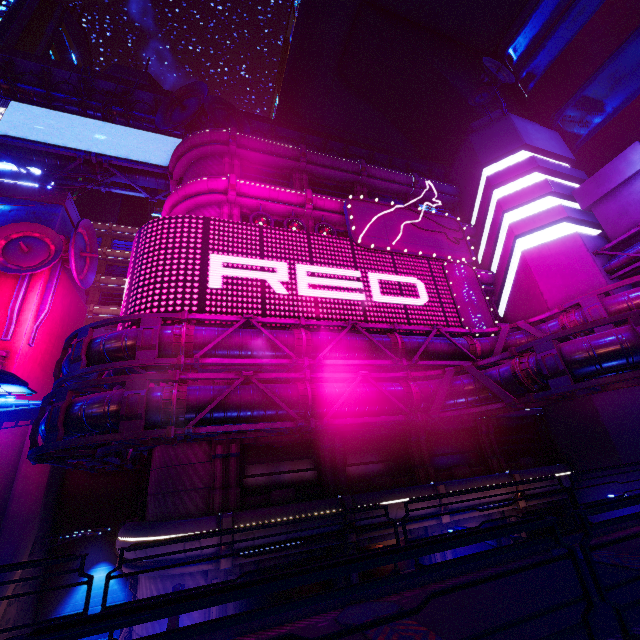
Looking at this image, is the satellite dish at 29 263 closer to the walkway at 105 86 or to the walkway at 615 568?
the walkway at 105 86

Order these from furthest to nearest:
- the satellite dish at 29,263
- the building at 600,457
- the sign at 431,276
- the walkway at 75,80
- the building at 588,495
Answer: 1. the walkway at 75,80
2. the satellite dish at 29,263
3. the building at 600,457
4. the building at 588,495
5. the sign at 431,276

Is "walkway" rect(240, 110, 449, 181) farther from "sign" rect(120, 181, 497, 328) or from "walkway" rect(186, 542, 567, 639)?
"walkway" rect(186, 542, 567, 639)

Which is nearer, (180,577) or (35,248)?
(180,577)

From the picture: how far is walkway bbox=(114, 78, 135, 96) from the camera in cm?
2753

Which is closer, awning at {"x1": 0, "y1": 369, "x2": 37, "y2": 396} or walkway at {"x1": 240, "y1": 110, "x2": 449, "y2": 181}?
awning at {"x1": 0, "y1": 369, "x2": 37, "y2": 396}
